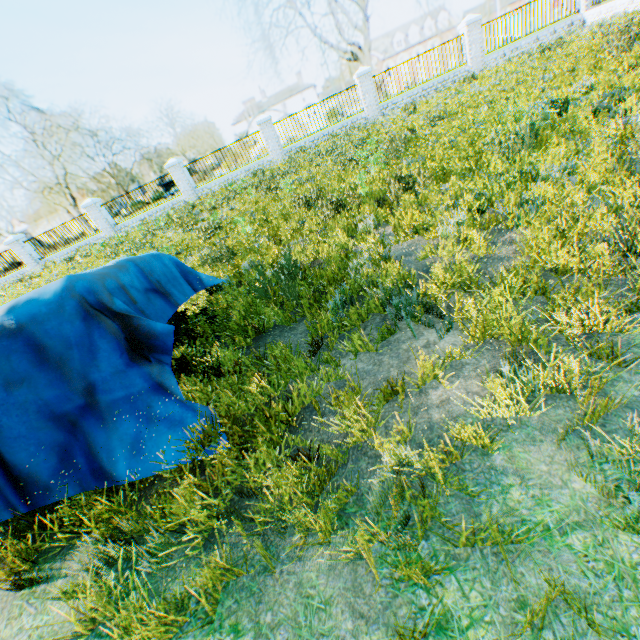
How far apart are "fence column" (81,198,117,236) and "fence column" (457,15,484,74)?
21.54m

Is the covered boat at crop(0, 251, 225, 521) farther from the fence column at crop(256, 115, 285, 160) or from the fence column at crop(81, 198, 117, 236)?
the fence column at crop(81, 198, 117, 236)

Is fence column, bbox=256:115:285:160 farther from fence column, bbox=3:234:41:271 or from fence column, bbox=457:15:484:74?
fence column, bbox=3:234:41:271

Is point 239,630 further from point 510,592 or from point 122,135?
point 122,135

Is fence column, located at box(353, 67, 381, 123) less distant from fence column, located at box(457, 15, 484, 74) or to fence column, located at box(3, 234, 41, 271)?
fence column, located at box(457, 15, 484, 74)

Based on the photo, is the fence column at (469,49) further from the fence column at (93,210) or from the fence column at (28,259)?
the fence column at (28,259)

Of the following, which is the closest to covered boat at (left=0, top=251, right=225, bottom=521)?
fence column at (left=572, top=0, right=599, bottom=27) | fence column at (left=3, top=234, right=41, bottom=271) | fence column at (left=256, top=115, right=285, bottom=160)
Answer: fence column at (left=256, top=115, right=285, bottom=160)

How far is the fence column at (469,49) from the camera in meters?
15.5 m
